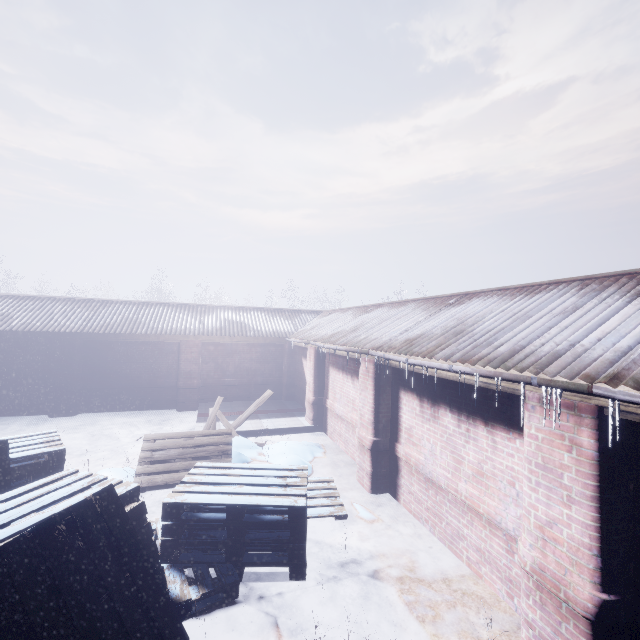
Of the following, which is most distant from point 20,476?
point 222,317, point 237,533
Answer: point 222,317
